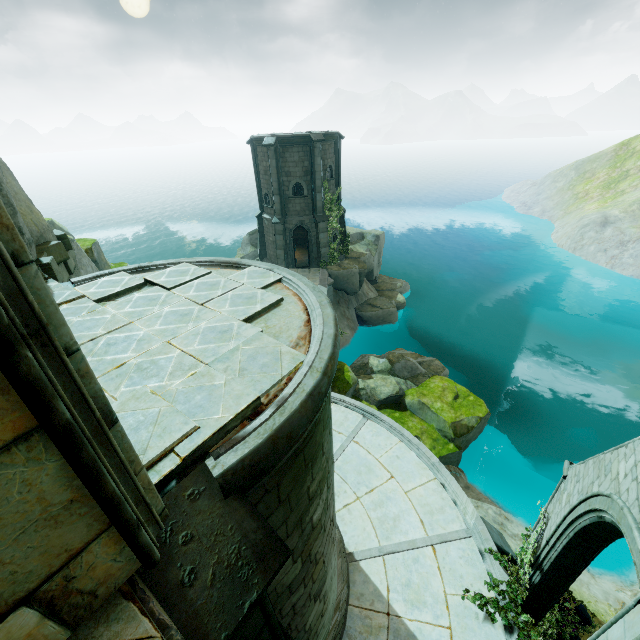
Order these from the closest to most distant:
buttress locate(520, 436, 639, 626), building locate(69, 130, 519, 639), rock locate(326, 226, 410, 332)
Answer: building locate(69, 130, 519, 639) → buttress locate(520, 436, 639, 626) → rock locate(326, 226, 410, 332)

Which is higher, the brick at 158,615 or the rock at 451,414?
the brick at 158,615

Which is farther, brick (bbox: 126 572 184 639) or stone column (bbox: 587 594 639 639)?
stone column (bbox: 587 594 639 639)

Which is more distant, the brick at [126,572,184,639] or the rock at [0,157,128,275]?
the rock at [0,157,128,275]

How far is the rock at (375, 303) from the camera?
26.4m

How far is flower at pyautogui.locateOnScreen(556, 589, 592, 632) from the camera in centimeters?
991cm

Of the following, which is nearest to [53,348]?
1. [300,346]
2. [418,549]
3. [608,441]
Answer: [300,346]

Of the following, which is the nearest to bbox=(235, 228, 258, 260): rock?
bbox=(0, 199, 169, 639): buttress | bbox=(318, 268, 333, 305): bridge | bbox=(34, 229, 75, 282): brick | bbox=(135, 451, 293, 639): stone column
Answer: bbox=(318, 268, 333, 305): bridge
